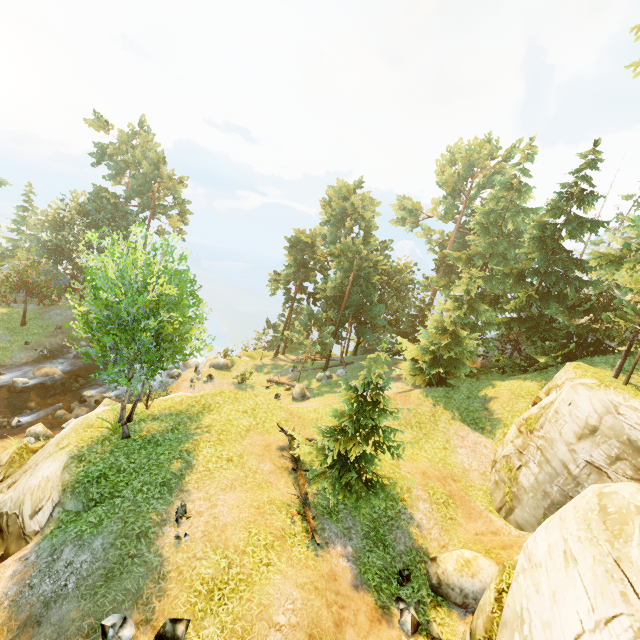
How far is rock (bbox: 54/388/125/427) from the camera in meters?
22.8 m

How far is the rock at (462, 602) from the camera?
10.9 meters

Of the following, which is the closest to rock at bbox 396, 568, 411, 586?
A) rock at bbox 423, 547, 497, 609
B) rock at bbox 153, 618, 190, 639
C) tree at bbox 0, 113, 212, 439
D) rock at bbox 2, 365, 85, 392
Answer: rock at bbox 423, 547, 497, 609

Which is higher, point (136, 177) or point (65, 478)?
point (136, 177)

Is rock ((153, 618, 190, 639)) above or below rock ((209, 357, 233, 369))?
above

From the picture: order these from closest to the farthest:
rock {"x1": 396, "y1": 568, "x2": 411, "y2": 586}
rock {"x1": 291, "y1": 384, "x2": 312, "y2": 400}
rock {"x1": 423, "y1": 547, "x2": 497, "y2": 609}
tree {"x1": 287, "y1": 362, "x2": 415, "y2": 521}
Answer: rock {"x1": 423, "y1": 547, "x2": 497, "y2": 609} < rock {"x1": 396, "y1": 568, "x2": 411, "y2": 586} < tree {"x1": 287, "y1": 362, "x2": 415, "y2": 521} < rock {"x1": 291, "y1": 384, "x2": 312, "y2": 400}

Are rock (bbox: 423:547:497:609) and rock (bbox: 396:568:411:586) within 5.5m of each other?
yes

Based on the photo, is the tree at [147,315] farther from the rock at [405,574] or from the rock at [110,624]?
the rock at [110,624]
